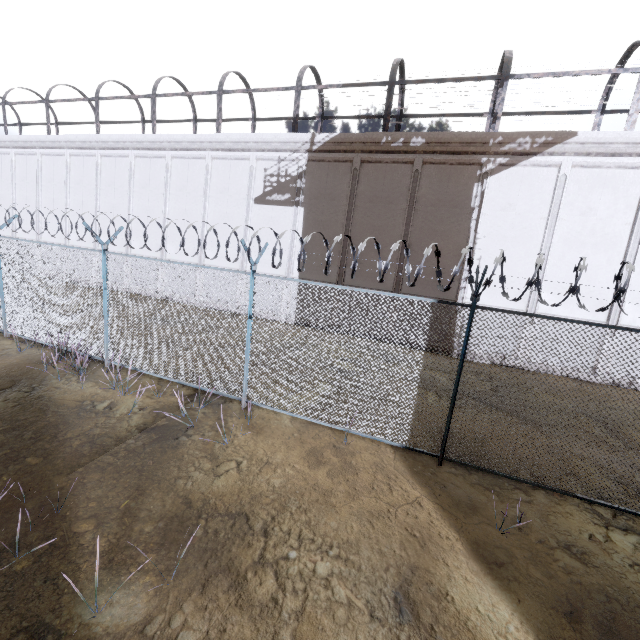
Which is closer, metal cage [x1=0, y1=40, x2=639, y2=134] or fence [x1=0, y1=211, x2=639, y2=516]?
fence [x1=0, y1=211, x2=639, y2=516]

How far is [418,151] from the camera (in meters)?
12.56

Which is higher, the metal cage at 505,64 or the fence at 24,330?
the metal cage at 505,64

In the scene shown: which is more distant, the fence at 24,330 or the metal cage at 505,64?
the metal cage at 505,64

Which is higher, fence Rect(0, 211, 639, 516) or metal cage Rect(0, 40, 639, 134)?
metal cage Rect(0, 40, 639, 134)
